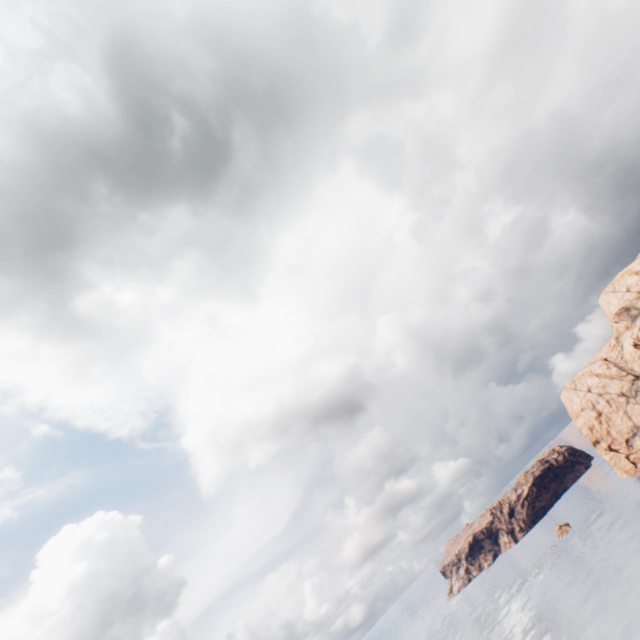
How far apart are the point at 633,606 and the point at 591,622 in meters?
9.9 m
